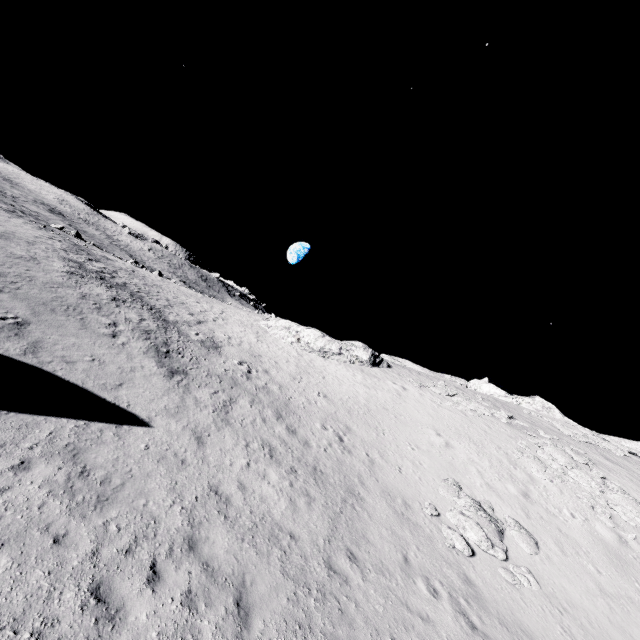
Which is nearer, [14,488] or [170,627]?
[170,627]

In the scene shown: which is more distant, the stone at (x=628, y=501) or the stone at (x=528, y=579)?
the stone at (x=628, y=501)

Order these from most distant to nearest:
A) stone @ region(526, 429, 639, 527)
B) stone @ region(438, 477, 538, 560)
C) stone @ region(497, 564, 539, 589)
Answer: stone @ region(526, 429, 639, 527)
stone @ region(438, 477, 538, 560)
stone @ region(497, 564, 539, 589)

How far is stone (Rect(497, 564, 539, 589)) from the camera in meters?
11.9 m

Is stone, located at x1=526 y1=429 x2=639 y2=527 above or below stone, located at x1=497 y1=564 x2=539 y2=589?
above

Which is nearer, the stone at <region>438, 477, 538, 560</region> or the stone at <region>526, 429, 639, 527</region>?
the stone at <region>438, 477, 538, 560</region>

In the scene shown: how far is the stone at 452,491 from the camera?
12.7m
